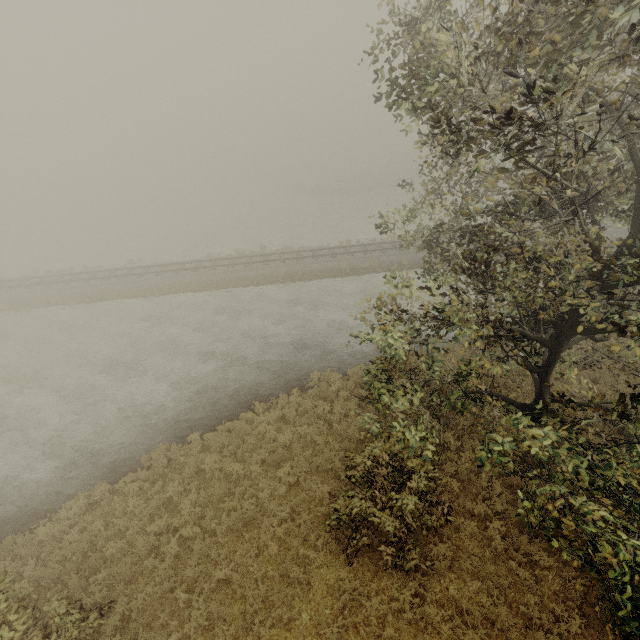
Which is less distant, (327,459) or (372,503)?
(372,503)
